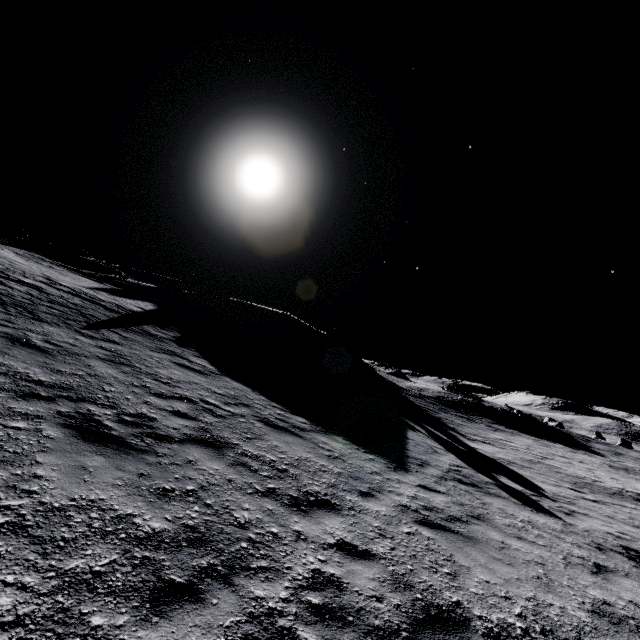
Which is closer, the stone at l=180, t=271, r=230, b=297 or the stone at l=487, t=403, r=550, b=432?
the stone at l=180, t=271, r=230, b=297

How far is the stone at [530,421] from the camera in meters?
39.5 m

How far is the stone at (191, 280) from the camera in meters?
37.9

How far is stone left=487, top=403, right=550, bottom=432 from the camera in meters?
39.5

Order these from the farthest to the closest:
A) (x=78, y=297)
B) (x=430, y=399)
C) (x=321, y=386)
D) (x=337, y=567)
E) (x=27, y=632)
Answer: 1. (x=430, y=399)
2. (x=321, y=386)
3. (x=78, y=297)
4. (x=337, y=567)
5. (x=27, y=632)

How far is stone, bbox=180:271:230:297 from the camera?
37.9m

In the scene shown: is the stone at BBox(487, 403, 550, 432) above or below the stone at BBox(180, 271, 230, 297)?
below
